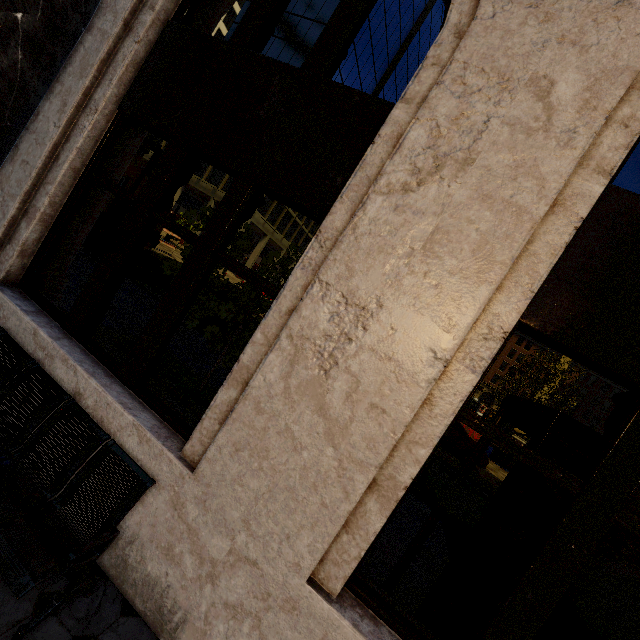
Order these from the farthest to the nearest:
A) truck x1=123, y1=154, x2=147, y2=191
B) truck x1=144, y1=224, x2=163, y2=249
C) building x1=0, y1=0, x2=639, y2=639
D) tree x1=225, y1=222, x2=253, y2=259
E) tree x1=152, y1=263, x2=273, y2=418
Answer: truck x1=144, y1=224, x2=163, y2=249, truck x1=123, y1=154, x2=147, y2=191, tree x1=225, y1=222, x2=253, y2=259, tree x1=152, y1=263, x2=273, y2=418, building x1=0, y1=0, x2=639, y2=639

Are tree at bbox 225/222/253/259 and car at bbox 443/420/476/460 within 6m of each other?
no

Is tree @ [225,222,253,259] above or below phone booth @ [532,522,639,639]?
above

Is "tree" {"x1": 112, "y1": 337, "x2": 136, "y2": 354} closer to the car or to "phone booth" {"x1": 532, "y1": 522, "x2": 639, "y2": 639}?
"phone booth" {"x1": 532, "y1": 522, "x2": 639, "y2": 639}

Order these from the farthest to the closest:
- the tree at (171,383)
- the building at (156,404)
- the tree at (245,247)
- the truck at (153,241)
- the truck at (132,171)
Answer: the truck at (153,241), the truck at (132,171), the tree at (245,247), the tree at (171,383), the building at (156,404)

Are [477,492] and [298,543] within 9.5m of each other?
no

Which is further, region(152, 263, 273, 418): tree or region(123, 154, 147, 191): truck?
region(123, 154, 147, 191): truck

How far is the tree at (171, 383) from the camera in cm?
503
